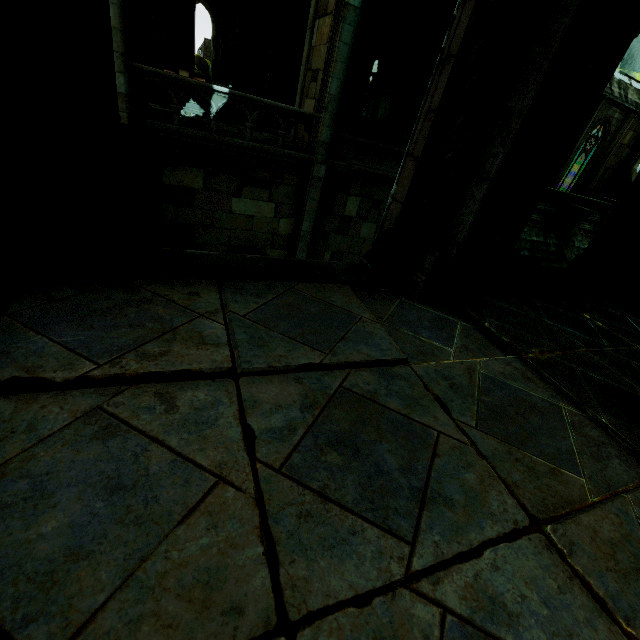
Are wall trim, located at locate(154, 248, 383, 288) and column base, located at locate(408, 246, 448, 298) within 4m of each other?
yes

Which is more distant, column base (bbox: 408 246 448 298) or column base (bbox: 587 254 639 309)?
column base (bbox: 587 254 639 309)

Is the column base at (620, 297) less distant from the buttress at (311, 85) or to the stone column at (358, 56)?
the buttress at (311, 85)

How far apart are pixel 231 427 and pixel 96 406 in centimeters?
50cm

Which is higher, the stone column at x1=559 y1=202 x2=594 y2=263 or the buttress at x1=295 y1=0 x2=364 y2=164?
the buttress at x1=295 y1=0 x2=364 y2=164

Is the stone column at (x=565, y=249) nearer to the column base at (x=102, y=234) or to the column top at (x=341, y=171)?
the column top at (x=341, y=171)

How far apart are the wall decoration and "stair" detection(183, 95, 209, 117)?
4.4m

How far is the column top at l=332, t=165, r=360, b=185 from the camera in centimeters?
1130cm
